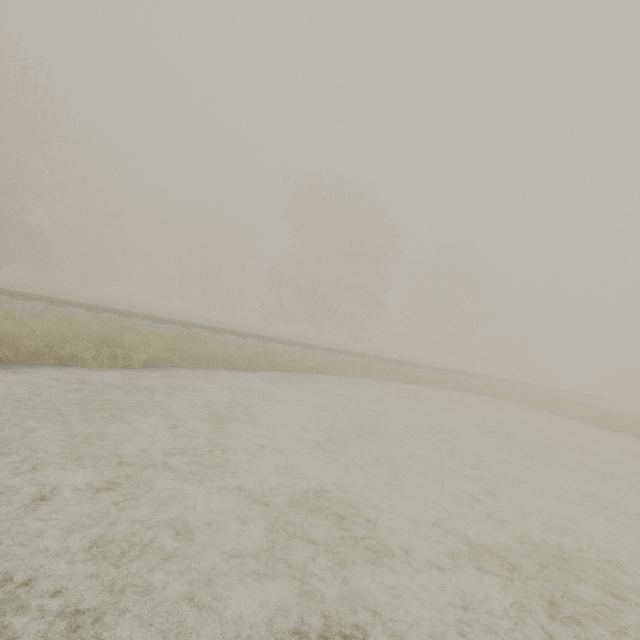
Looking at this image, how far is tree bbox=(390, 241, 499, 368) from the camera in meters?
42.4

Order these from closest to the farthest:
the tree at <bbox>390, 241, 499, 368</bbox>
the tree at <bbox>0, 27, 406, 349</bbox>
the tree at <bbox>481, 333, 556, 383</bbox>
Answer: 1. the tree at <bbox>0, 27, 406, 349</bbox>
2. the tree at <bbox>390, 241, 499, 368</bbox>
3. the tree at <bbox>481, 333, 556, 383</bbox>

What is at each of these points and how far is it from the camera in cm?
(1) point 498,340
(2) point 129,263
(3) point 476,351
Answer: (1) tree, 5097
(2) tree, 4388
(3) tree, 5347

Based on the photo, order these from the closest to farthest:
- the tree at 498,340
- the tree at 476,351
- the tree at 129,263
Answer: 1. the tree at 129,263
2. the tree at 476,351
3. the tree at 498,340

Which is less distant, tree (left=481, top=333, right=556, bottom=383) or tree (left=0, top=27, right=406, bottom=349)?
tree (left=0, top=27, right=406, bottom=349)

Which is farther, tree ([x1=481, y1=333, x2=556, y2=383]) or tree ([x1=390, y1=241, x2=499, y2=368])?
tree ([x1=481, y1=333, x2=556, y2=383])

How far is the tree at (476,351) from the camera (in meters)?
42.41
